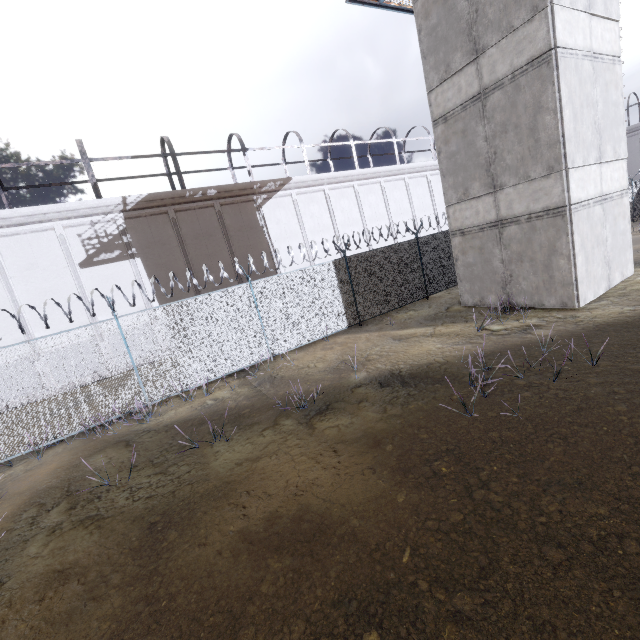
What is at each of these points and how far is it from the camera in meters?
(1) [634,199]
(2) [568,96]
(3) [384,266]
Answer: (1) fence, 25.6 m
(2) building, 8.7 m
(3) fence, 13.6 m

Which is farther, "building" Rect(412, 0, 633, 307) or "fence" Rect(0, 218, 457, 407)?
"fence" Rect(0, 218, 457, 407)

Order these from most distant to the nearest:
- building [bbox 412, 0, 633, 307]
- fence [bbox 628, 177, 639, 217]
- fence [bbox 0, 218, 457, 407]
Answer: fence [bbox 628, 177, 639, 217] → fence [bbox 0, 218, 457, 407] → building [bbox 412, 0, 633, 307]

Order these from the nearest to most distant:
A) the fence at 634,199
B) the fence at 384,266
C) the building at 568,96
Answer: the building at 568,96, the fence at 384,266, the fence at 634,199

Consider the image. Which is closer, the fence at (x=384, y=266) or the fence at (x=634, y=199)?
the fence at (x=384, y=266)

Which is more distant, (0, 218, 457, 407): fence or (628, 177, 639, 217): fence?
(628, 177, 639, 217): fence
